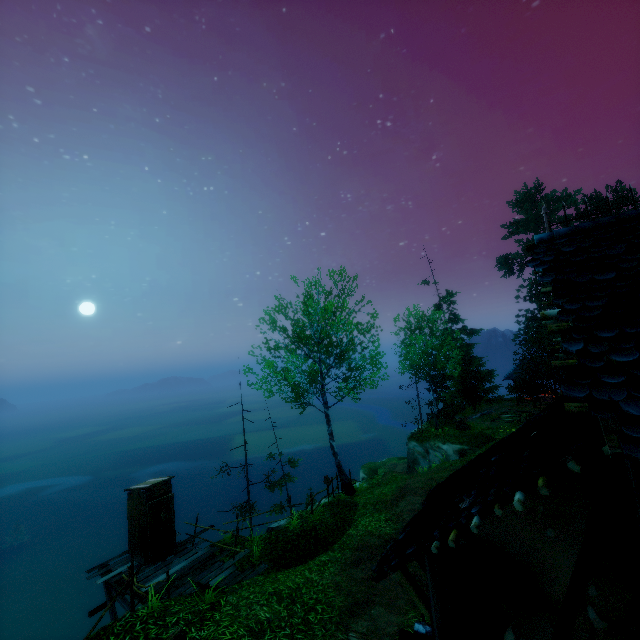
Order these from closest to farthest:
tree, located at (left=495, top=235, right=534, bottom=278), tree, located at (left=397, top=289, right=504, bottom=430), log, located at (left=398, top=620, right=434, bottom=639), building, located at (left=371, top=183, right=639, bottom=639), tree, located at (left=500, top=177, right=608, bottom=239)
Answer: building, located at (left=371, top=183, right=639, bottom=639)
log, located at (left=398, top=620, right=434, bottom=639)
tree, located at (left=397, top=289, right=504, bottom=430)
tree, located at (left=500, top=177, right=608, bottom=239)
tree, located at (left=495, top=235, right=534, bottom=278)

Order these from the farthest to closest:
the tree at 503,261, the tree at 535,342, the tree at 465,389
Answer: the tree at 503,261
the tree at 465,389
the tree at 535,342

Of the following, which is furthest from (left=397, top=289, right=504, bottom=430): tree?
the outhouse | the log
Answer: the log

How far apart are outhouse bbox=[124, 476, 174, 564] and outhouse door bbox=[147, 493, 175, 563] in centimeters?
1cm

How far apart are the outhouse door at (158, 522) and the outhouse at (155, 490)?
0.0m

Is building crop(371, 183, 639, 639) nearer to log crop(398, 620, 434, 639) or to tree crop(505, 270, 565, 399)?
log crop(398, 620, 434, 639)

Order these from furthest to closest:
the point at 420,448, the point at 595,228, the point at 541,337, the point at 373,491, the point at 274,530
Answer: the point at 420,448 < the point at 541,337 < the point at 373,491 < the point at 274,530 < the point at 595,228

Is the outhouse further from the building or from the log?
the building
